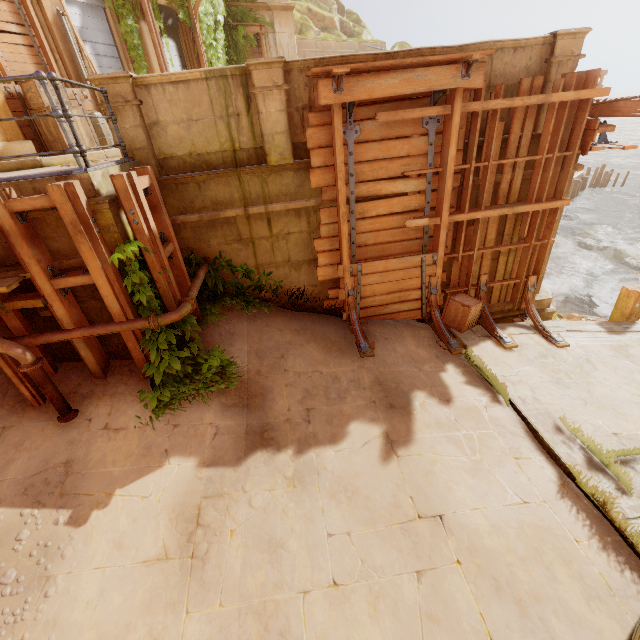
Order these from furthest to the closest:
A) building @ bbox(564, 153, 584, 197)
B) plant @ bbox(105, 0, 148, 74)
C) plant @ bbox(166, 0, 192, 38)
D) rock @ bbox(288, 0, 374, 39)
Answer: rock @ bbox(288, 0, 374, 39)
plant @ bbox(166, 0, 192, 38)
plant @ bbox(105, 0, 148, 74)
building @ bbox(564, 153, 584, 197)

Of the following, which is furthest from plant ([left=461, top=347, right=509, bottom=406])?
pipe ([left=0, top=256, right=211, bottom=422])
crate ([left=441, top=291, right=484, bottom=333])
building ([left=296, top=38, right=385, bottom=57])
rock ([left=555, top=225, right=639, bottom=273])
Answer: rock ([left=555, top=225, right=639, bottom=273])

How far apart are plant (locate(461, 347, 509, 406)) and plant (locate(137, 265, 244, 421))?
4.2 meters

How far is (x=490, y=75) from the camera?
5.7 meters

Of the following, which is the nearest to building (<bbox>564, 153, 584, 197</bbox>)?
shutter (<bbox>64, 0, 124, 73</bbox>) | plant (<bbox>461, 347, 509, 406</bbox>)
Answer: plant (<bbox>461, 347, 509, 406</bbox>)

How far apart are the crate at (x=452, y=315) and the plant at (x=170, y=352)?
4.4 meters

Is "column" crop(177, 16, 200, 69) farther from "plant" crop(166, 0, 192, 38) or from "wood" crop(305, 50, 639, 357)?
"wood" crop(305, 50, 639, 357)

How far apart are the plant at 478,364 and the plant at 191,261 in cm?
418
